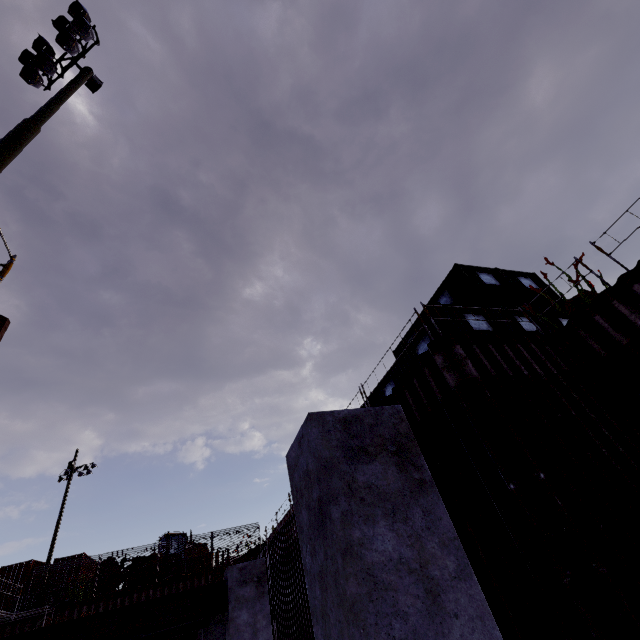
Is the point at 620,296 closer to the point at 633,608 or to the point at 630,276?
the point at 630,276

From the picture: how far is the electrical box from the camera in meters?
10.8

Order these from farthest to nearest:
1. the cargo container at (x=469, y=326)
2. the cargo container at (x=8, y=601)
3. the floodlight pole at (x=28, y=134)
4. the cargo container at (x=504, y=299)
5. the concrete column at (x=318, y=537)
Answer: the cargo container at (x=8, y=601), the cargo container at (x=504, y=299), the cargo container at (x=469, y=326), the floodlight pole at (x=28, y=134), the concrete column at (x=318, y=537)

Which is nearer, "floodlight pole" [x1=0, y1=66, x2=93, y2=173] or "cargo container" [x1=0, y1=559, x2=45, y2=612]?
"floodlight pole" [x1=0, y1=66, x2=93, y2=173]

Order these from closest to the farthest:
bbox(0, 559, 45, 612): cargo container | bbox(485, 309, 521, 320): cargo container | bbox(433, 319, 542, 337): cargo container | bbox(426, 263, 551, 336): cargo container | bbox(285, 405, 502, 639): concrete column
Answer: bbox(285, 405, 502, 639): concrete column → bbox(433, 319, 542, 337): cargo container → bbox(485, 309, 521, 320): cargo container → bbox(426, 263, 551, 336): cargo container → bbox(0, 559, 45, 612): cargo container

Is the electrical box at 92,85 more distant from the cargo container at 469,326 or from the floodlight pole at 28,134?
the cargo container at 469,326

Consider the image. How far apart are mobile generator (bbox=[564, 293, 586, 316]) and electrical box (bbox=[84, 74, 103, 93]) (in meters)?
17.05

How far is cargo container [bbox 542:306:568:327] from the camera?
12.6m
